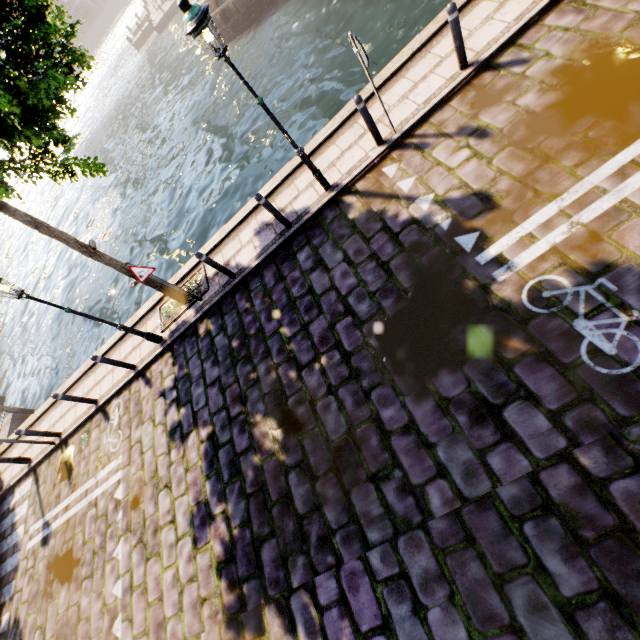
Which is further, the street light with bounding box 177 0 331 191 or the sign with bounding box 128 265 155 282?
the sign with bounding box 128 265 155 282

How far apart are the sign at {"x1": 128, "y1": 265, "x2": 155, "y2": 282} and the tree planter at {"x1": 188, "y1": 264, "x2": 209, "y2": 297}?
1.4 meters

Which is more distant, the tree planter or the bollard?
the tree planter

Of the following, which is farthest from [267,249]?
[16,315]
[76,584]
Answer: [16,315]

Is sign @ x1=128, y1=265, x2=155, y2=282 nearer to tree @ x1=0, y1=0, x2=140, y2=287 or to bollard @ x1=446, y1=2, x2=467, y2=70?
tree @ x1=0, y1=0, x2=140, y2=287

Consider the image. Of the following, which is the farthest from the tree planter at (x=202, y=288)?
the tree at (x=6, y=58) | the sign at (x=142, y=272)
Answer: the sign at (x=142, y=272)

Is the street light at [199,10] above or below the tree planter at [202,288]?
above

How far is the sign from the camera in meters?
7.0 m
